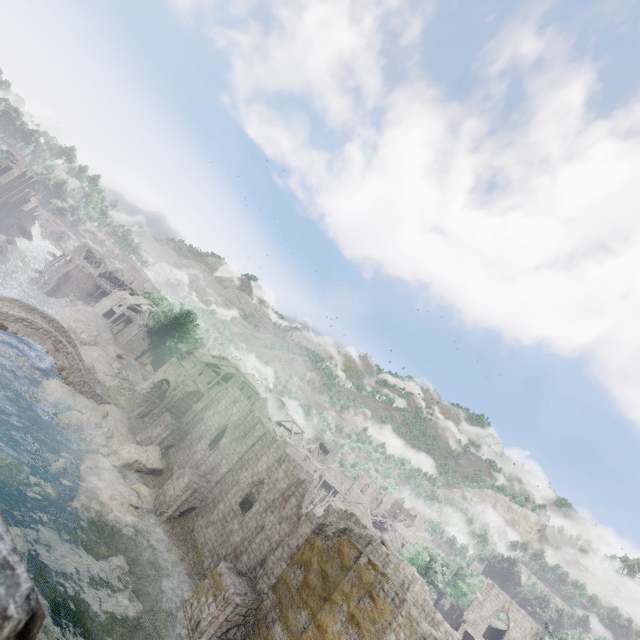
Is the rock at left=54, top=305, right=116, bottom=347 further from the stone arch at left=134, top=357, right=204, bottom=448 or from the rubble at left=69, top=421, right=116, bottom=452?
the rubble at left=69, top=421, right=116, bottom=452

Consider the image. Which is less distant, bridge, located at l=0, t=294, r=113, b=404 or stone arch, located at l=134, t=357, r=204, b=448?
bridge, located at l=0, t=294, r=113, b=404

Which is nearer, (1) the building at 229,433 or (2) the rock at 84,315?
(1) the building at 229,433

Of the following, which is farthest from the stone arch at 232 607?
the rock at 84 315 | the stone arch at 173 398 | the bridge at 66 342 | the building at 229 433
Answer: the rock at 84 315

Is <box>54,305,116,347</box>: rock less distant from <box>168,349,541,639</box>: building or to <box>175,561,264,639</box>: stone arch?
<box>168,349,541,639</box>: building

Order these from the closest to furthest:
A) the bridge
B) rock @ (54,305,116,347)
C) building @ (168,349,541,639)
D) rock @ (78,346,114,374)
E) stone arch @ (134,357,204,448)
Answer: building @ (168,349,541,639)
the bridge
stone arch @ (134,357,204,448)
rock @ (78,346,114,374)
rock @ (54,305,116,347)

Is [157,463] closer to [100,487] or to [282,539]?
[100,487]

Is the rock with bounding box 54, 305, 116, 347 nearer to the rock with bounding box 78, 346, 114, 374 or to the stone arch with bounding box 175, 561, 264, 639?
the rock with bounding box 78, 346, 114, 374
